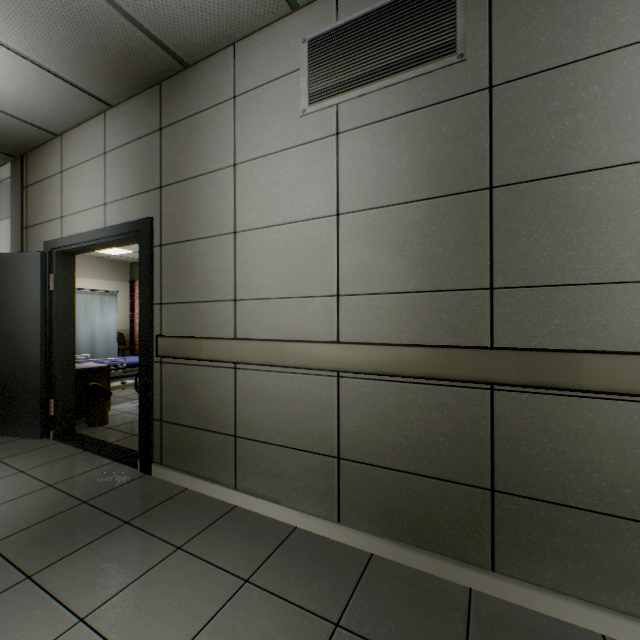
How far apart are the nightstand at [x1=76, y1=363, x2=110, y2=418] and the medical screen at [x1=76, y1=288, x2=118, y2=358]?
1.6m

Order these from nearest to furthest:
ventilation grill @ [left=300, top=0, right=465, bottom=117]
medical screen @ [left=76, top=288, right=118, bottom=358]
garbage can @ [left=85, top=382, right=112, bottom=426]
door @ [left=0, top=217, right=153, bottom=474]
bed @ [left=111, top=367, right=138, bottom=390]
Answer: ventilation grill @ [left=300, top=0, right=465, bottom=117] < door @ [left=0, top=217, right=153, bottom=474] < garbage can @ [left=85, top=382, right=112, bottom=426] < bed @ [left=111, top=367, right=138, bottom=390] < medical screen @ [left=76, top=288, right=118, bottom=358]

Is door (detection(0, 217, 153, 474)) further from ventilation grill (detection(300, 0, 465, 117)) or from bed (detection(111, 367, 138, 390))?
ventilation grill (detection(300, 0, 465, 117))

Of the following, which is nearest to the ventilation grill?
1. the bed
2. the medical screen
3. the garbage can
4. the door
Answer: the door

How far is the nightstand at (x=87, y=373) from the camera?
4.0m

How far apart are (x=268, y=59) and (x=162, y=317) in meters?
2.1

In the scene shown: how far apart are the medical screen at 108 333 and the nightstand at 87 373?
1.60m

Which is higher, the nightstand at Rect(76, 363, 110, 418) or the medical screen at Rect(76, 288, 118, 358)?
the medical screen at Rect(76, 288, 118, 358)
